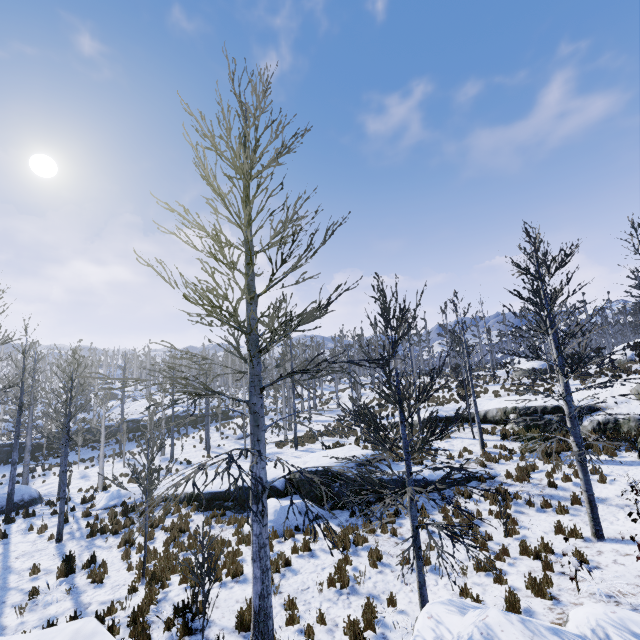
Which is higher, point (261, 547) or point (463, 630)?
point (261, 547)

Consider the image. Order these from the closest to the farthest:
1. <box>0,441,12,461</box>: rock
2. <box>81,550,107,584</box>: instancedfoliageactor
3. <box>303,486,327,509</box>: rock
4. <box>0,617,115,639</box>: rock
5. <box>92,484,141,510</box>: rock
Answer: <box>0,617,115,639</box>: rock → <box>81,550,107,584</box>: instancedfoliageactor → <box>303,486,327,509</box>: rock → <box>92,484,141,510</box>: rock → <box>0,441,12,461</box>: rock

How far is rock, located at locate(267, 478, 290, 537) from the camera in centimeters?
1140cm

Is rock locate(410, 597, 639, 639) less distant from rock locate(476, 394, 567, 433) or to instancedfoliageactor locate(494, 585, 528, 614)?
instancedfoliageactor locate(494, 585, 528, 614)

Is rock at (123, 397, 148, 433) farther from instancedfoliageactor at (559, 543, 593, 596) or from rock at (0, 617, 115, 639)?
rock at (0, 617, 115, 639)

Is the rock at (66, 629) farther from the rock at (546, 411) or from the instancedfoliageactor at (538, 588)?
the rock at (546, 411)

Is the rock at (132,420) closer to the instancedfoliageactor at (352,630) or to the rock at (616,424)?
the instancedfoliageactor at (352,630)
